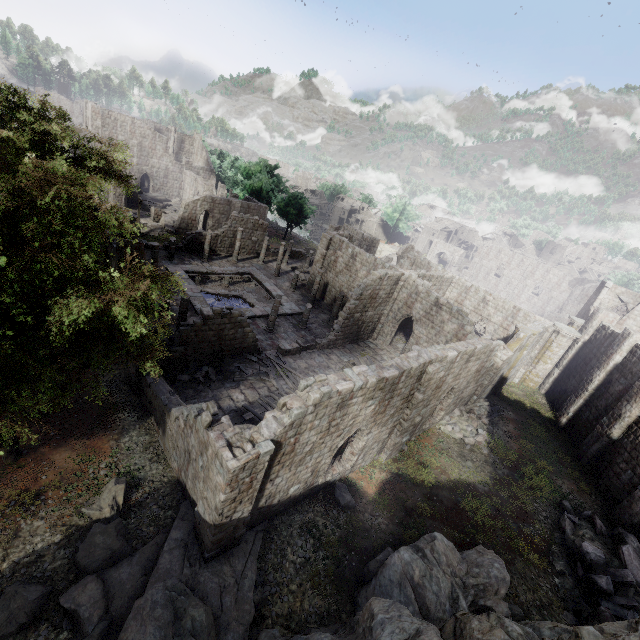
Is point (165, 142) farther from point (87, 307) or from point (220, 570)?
point (220, 570)

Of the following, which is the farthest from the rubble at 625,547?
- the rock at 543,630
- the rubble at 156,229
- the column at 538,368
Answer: the rubble at 156,229

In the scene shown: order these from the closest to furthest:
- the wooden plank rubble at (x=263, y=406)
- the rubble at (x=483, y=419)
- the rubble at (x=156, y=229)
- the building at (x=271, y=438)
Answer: the building at (x=271, y=438) < the wooden plank rubble at (x=263, y=406) < the rubble at (x=483, y=419) < the rubble at (x=156, y=229)

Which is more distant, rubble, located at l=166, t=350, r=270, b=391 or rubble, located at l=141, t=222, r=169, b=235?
rubble, located at l=141, t=222, r=169, b=235

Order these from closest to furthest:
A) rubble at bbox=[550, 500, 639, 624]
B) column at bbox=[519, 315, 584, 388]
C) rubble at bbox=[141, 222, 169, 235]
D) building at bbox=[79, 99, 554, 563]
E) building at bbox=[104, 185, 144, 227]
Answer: building at bbox=[79, 99, 554, 563] < rubble at bbox=[550, 500, 639, 624] < column at bbox=[519, 315, 584, 388] < building at bbox=[104, 185, 144, 227] < rubble at bbox=[141, 222, 169, 235]

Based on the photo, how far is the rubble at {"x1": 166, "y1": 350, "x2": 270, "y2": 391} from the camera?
17.95m

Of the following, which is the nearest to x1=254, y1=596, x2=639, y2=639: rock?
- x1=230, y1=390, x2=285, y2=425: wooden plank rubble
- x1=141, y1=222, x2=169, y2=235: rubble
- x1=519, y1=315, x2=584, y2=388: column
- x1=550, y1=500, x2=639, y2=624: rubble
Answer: x1=550, y1=500, x2=639, y2=624: rubble

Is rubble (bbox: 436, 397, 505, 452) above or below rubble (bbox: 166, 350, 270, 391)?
above
